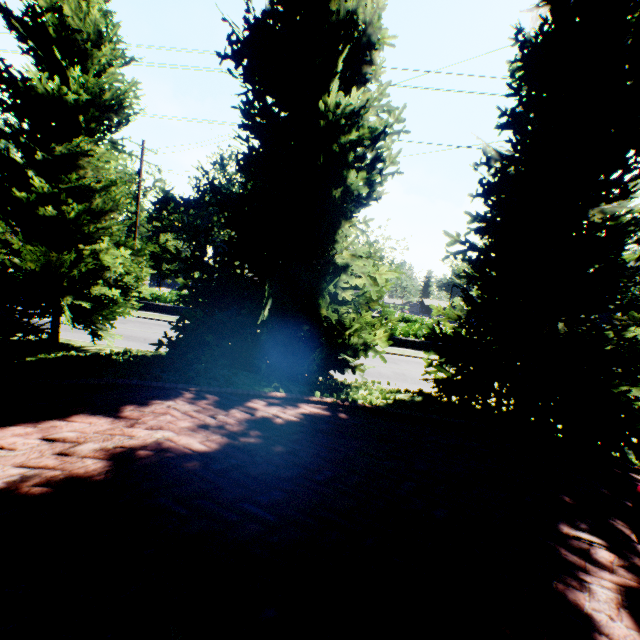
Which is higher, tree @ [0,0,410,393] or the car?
tree @ [0,0,410,393]

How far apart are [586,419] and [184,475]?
6.65m

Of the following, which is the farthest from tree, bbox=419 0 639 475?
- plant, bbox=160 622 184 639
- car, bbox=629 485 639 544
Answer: plant, bbox=160 622 184 639

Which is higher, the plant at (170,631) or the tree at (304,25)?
the tree at (304,25)

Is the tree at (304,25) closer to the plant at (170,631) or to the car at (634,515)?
the car at (634,515)

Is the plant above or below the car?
below

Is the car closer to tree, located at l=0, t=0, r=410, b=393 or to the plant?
tree, located at l=0, t=0, r=410, b=393
